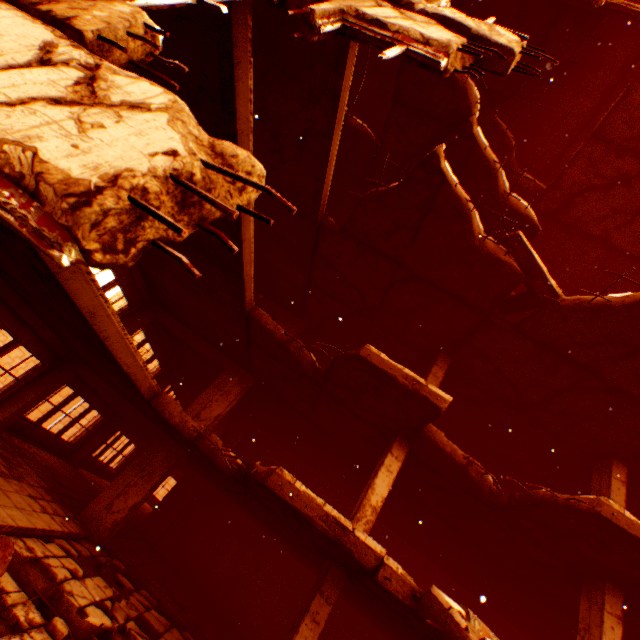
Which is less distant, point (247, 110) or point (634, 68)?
point (247, 110)

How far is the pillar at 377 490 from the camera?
6.68m

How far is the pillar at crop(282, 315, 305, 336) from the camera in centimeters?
1238cm

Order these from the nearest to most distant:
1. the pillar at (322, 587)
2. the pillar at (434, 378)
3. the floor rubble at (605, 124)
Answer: the pillar at (322, 587) < the floor rubble at (605, 124) < the pillar at (434, 378)

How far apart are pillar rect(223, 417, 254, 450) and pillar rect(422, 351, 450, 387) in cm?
850

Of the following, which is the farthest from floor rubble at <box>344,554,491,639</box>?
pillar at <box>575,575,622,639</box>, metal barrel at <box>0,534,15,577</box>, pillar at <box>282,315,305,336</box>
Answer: metal barrel at <box>0,534,15,577</box>

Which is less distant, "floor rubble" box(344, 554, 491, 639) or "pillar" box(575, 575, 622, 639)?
"floor rubble" box(344, 554, 491, 639)

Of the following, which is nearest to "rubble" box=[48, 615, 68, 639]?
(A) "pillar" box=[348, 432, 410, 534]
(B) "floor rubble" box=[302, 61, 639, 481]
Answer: (B) "floor rubble" box=[302, 61, 639, 481]
